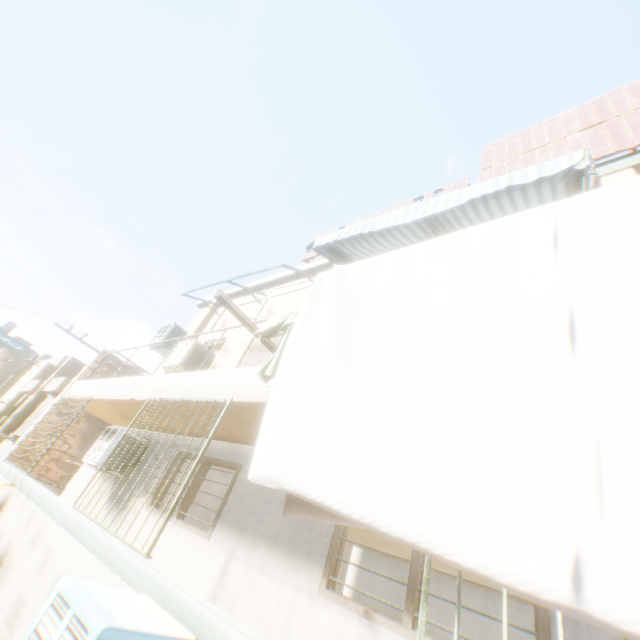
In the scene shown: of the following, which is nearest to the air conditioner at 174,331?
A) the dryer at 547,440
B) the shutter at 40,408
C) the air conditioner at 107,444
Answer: the air conditioner at 107,444

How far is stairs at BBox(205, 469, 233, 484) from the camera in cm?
744

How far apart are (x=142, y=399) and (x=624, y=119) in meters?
9.6 m

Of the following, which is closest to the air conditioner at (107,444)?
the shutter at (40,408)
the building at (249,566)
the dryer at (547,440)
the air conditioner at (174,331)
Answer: the building at (249,566)

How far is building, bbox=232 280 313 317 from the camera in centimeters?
795cm

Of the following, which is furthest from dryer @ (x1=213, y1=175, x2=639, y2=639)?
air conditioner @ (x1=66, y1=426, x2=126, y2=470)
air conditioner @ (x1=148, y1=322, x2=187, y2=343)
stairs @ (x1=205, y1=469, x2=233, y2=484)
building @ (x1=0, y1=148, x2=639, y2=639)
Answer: air conditioner @ (x1=148, y1=322, x2=187, y2=343)

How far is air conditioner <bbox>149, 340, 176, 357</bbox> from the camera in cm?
950

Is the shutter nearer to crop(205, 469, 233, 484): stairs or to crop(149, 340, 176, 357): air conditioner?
Answer: crop(149, 340, 176, 357): air conditioner
